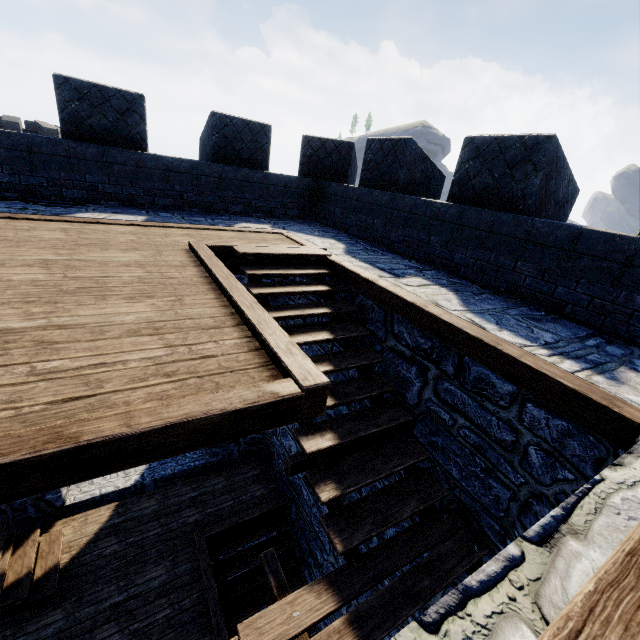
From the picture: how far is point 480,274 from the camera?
4.6 meters
